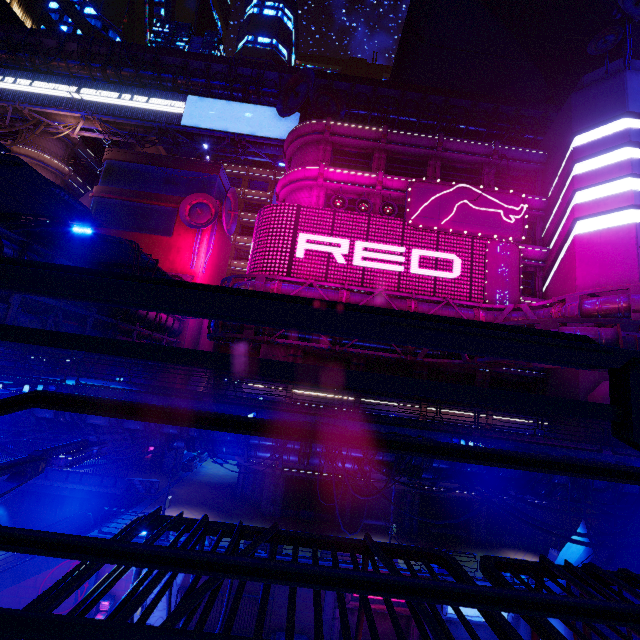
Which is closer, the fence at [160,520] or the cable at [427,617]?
the cable at [427,617]

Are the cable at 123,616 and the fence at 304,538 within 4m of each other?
yes

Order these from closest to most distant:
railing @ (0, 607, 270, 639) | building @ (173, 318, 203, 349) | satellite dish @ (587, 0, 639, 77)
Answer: railing @ (0, 607, 270, 639) < satellite dish @ (587, 0, 639, 77) < building @ (173, 318, 203, 349)

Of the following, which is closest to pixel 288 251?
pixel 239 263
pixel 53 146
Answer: pixel 239 263

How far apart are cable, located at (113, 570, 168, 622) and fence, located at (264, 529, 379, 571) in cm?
1

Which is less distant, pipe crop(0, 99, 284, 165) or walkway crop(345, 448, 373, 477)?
walkway crop(345, 448, 373, 477)

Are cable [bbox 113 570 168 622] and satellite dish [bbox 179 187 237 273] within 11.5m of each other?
no

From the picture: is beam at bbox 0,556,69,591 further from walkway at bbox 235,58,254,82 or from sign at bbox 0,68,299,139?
walkway at bbox 235,58,254,82
